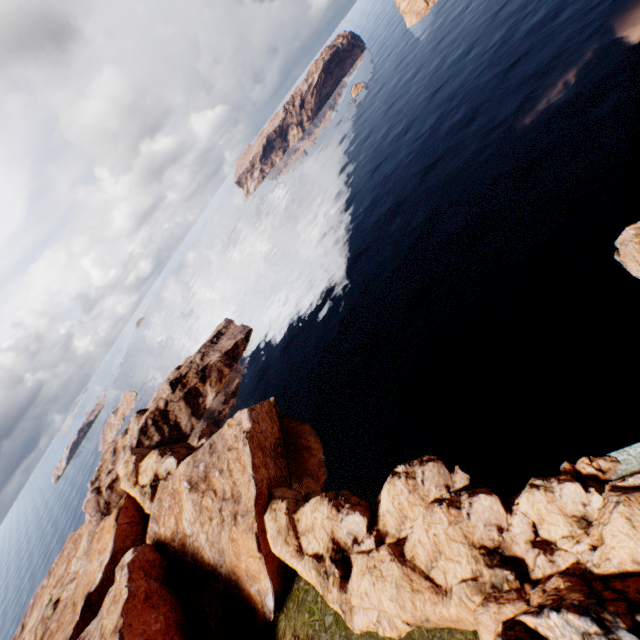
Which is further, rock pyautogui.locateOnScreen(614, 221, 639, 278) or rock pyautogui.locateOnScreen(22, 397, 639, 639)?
rock pyautogui.locateOnScreen(614, 221, 639, 278)

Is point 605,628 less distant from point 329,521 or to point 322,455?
point 329,521

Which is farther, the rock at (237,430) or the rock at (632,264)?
the rock at (632,264)
